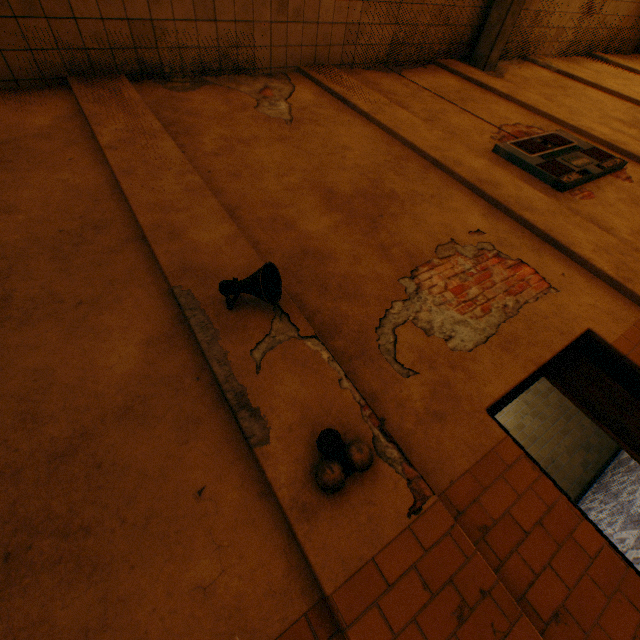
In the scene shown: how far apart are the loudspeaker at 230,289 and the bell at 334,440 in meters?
0.9 m

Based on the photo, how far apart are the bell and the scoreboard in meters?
4.9 m

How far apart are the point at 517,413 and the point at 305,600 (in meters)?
6.87

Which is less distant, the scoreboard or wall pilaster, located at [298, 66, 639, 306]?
wall pilaster, located at [298, 66, 639, 306]

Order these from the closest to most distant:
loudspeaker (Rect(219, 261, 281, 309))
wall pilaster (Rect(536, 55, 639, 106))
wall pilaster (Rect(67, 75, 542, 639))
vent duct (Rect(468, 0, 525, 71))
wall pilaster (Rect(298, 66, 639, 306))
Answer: wall pilaster (Rect(67, 75, 542, 639)) < loudspeaker (Rect(219, 261, 281, 309)) < wall pilaster (Rect(298, 66, 639, 306)) < vent duct (Rect(468, 0, 525, 71)) < wall pilaster (Rect(536, 55, 639, 106))

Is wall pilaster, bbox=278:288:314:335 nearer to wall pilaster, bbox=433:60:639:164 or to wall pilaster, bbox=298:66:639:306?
wall pilaster, bbox=298:66:639:306

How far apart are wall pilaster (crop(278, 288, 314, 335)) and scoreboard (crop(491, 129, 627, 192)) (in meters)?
4.45

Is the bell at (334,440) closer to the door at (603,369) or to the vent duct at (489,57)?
the door at (603,369)
